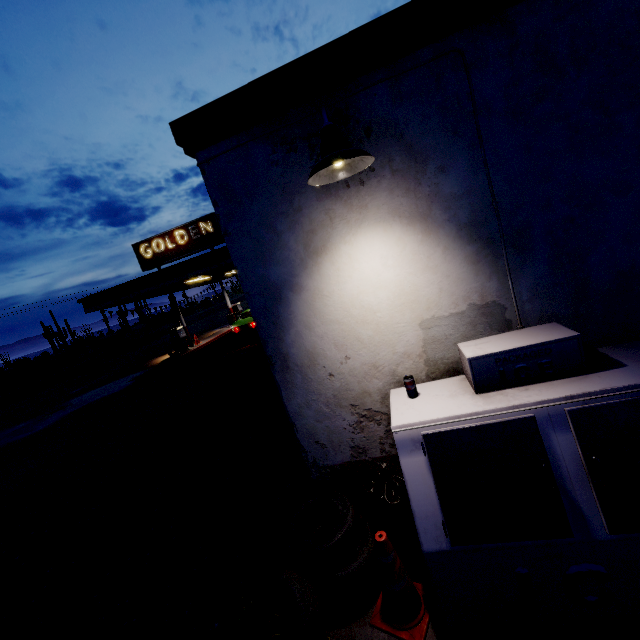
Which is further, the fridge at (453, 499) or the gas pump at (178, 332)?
the gas pump at (178, 332)

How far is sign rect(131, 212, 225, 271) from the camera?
16.6m

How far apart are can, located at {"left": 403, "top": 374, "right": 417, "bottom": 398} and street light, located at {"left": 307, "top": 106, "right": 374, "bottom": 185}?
1.6m

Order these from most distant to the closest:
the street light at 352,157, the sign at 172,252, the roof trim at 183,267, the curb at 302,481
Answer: the sign at 172,252 → the roof trim at 183,267 → the curb at 302,481 → the street light at 352,157

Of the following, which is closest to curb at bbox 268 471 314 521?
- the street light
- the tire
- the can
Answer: the tire

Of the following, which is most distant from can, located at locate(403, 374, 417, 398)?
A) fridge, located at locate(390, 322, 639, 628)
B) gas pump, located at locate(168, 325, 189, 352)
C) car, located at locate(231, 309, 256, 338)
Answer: gas pump, located at locate(168, 325, 189, 352)

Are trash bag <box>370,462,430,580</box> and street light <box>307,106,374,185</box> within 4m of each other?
yes

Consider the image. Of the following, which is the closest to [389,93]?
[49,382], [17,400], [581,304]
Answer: [581,304]
